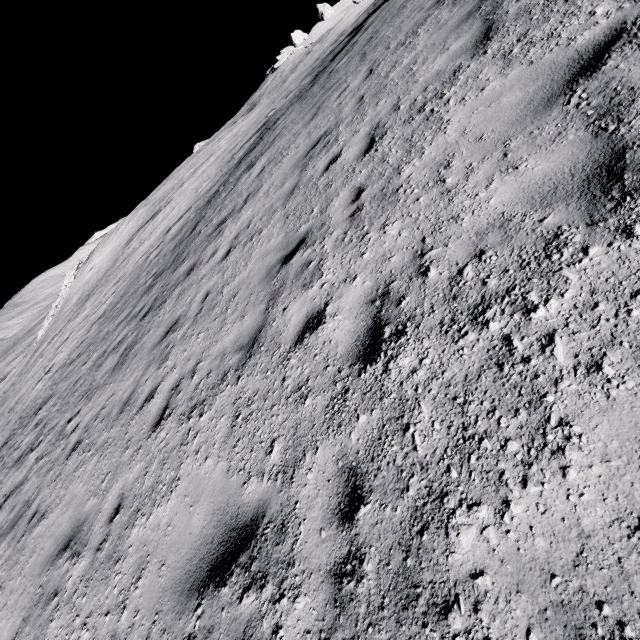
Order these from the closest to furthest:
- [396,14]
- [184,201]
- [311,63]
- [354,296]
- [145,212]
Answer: [354,296], [396,14], [184,201], [311,63], [145,212]
